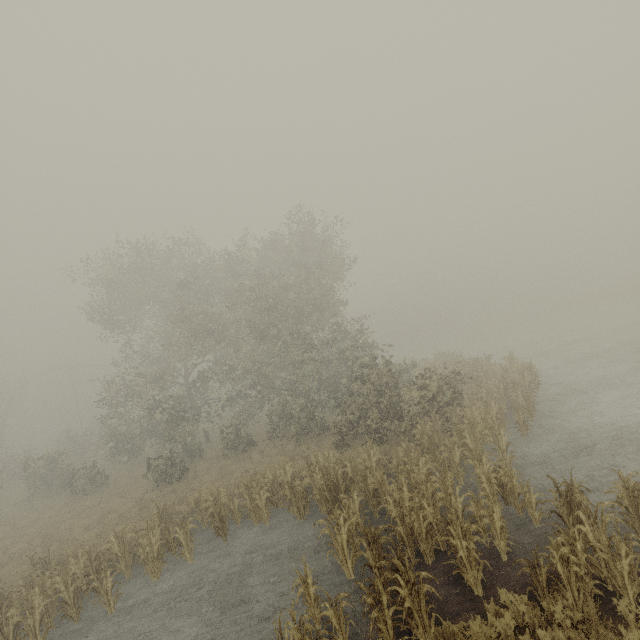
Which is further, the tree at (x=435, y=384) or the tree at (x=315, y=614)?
the tree at (x=435, y=384)

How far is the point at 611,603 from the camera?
6.54m

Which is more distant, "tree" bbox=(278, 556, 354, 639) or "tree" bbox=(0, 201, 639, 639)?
"tree" bbox=(0, 201, 639, 639)
